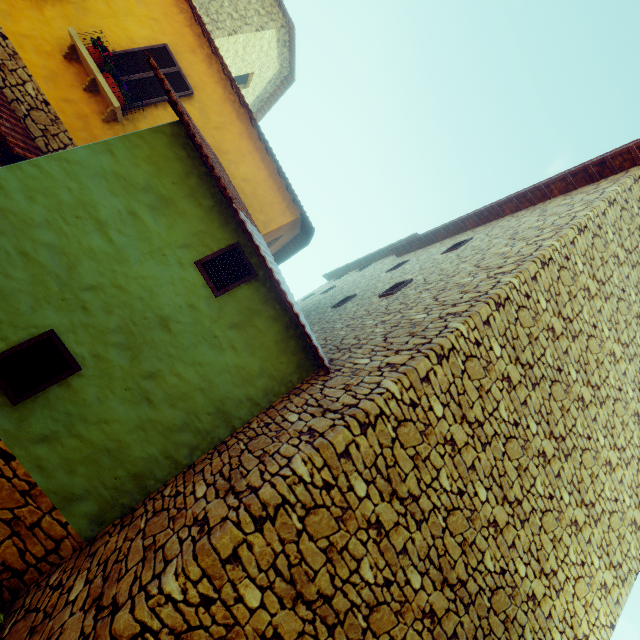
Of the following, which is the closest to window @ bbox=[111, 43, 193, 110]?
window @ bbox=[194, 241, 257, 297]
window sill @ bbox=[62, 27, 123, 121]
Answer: window sill @ bbox=[62, 27, 123, 121]

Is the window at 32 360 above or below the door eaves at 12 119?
below

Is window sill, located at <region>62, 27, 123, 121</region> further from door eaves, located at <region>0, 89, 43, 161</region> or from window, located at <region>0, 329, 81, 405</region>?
window, located at <region>0, 329, 81, 405</region>

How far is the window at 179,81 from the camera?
6.6m

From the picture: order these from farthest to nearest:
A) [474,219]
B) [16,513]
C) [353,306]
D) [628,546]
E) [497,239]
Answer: [474,219] < [353,306] < [497,239] < [628,546] < [16,513]

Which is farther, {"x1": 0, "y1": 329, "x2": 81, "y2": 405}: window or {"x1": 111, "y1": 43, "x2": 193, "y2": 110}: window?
{"x1": 111, "y1": 43, "x2": 193, "y2": 110}: window

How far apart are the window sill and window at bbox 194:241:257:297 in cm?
424

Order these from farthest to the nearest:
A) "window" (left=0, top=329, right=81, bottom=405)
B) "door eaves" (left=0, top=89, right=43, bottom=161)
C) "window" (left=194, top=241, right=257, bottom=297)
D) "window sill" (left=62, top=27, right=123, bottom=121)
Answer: "window sill" (left=62, top=27, right=123, bottom=121) < "door eaves" (left=0, top=89, right=43, bottom=161) < "window" (left=194, top=241, right=257, bottom=297) < "window" (left=0, top=329, right=81, bottom=405)
